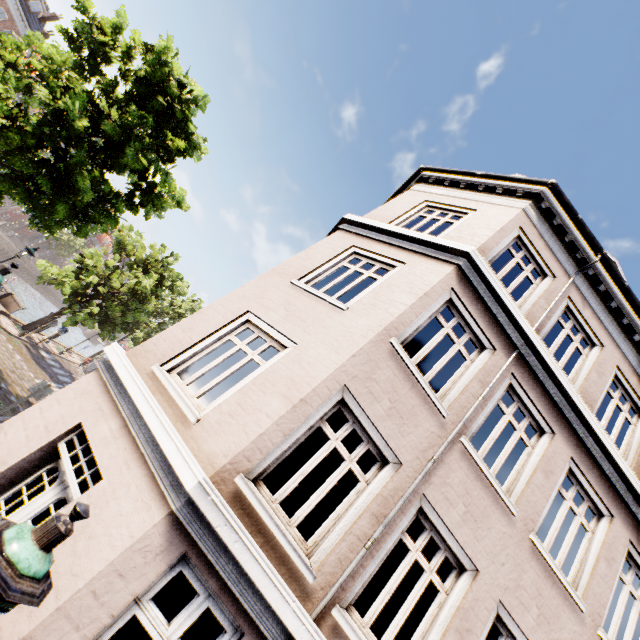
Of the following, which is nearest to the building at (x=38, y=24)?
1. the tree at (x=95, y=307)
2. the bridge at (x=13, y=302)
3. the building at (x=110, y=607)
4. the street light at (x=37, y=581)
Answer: the tree at (x=95, y=307)

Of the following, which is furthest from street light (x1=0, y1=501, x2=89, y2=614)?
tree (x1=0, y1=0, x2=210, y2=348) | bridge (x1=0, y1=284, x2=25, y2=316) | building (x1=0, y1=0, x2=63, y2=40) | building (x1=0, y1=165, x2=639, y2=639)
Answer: building (x1=0, y1=0, x2=63, y2=40)

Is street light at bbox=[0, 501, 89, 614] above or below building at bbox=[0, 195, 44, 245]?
above

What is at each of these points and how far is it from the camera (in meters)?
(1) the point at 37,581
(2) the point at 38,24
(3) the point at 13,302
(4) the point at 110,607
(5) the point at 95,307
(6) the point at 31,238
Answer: (1) street light, 1.71
(2) building, 33.97
(3) bridge, 19.69
(4) building, 3.15
(5) tree, 21.91
(6) building, 58.19

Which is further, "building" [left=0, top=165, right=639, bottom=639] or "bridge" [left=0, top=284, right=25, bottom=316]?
"bridge" [left=0, top=284, right=25, bottom=316]

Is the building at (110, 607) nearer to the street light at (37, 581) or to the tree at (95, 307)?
the street light at (37, 581)

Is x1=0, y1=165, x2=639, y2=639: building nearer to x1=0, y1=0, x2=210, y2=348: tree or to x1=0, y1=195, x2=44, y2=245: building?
x1=0, y1=0, x2=210, y2=348: tree

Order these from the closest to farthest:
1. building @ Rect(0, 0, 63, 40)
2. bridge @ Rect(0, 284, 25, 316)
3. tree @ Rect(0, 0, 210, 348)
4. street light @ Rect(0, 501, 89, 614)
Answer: street light @ Rect(0, 501, 89, 614)
tree @ Rect(0, 0, 210, 348)
bridge @ Rect(0, 284, 25, 316)
building @ Rect(0, 0, 63, 40)
